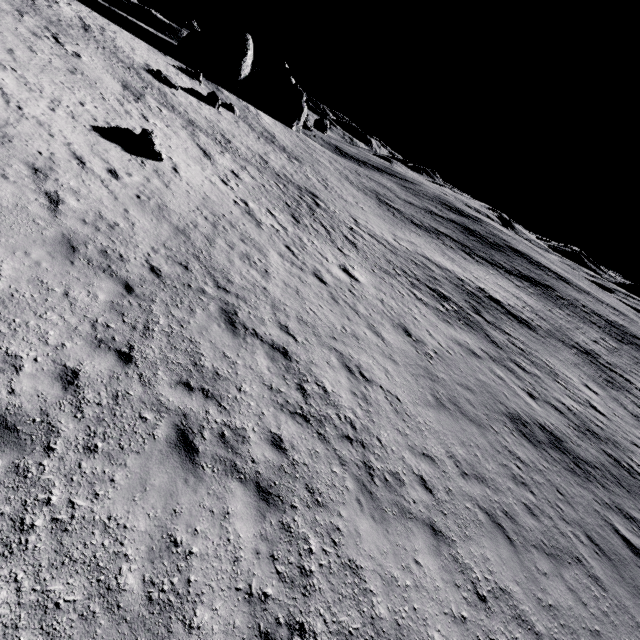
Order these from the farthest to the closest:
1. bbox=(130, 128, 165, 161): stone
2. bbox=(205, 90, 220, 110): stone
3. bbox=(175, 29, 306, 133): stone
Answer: bbox=(175, 29, 306, 133): stone
bbox=(205, 90, 220, 110): stone
bbox=(130, 128, 165, 161): stone

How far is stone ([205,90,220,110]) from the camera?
30.66m

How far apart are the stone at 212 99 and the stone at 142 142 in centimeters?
2001cm

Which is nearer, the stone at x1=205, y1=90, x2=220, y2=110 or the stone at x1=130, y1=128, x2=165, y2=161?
the stone at x1=130, y1=128, x2=165, y2=161

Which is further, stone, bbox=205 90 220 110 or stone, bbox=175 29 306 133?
stone, bbox=175 29 306 133

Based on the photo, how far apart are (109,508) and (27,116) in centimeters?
1355cm

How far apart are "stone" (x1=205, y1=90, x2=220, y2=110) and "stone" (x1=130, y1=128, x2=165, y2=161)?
20.0m

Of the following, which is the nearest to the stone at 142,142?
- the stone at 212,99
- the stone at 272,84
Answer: the stone at 212,99
